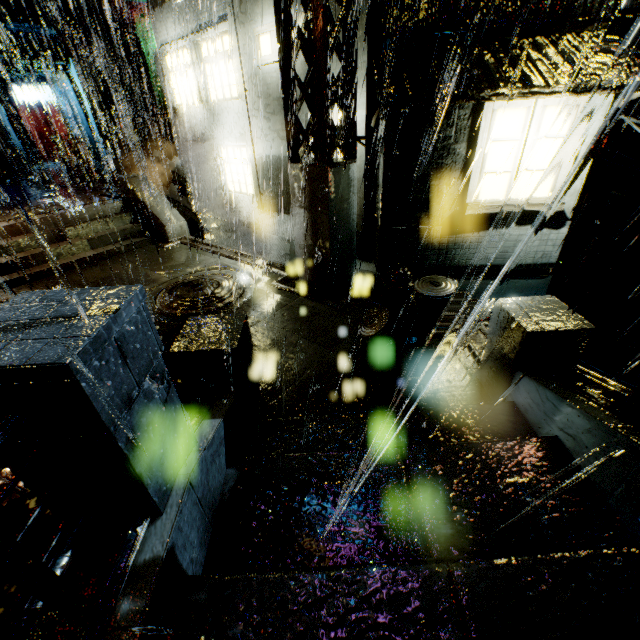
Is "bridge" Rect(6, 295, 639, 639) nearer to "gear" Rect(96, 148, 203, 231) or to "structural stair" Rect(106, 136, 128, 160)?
"structural stair" Rect(106, 136, 128, 160)

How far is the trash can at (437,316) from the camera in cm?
595

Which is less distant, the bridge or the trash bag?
the bridge

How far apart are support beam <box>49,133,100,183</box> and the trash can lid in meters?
17.3

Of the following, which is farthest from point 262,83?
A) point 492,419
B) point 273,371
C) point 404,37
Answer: point 492,419

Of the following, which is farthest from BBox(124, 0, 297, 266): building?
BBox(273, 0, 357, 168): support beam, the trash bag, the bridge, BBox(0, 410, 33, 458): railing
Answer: BBox(0, 410, 33, 458): railing

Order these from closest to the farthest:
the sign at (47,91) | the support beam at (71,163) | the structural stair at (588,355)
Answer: the structural stair at (588,355) → the support beam at (71,163) → the sign at (47,91)

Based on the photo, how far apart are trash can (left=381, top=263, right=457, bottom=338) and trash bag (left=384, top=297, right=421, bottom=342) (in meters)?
0.01
